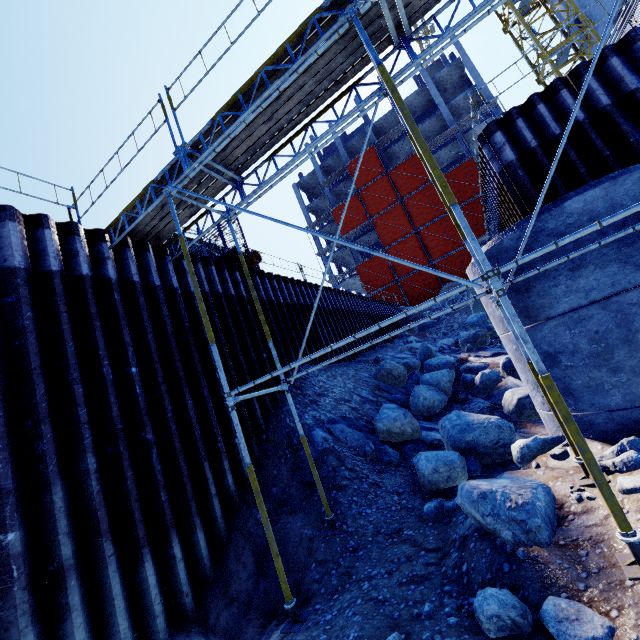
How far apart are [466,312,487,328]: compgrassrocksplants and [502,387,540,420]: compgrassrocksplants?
10.2m

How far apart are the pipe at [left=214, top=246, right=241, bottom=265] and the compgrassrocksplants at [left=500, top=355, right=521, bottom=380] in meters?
9.5

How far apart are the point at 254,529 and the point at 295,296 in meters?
8.6 m

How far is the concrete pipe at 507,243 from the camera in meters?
5.2 m

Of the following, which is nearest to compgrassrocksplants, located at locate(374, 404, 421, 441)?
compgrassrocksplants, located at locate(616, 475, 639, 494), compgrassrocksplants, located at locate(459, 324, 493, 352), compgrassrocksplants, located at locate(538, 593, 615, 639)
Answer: compgrassrocksplants, located at locate(616, 475, 639, 494)

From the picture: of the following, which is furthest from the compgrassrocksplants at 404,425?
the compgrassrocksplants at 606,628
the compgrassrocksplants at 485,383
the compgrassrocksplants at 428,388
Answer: the compgrassrocksplants at 606,628

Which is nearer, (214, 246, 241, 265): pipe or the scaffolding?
the scaffolding

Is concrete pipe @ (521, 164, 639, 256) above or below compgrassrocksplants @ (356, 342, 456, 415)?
above
